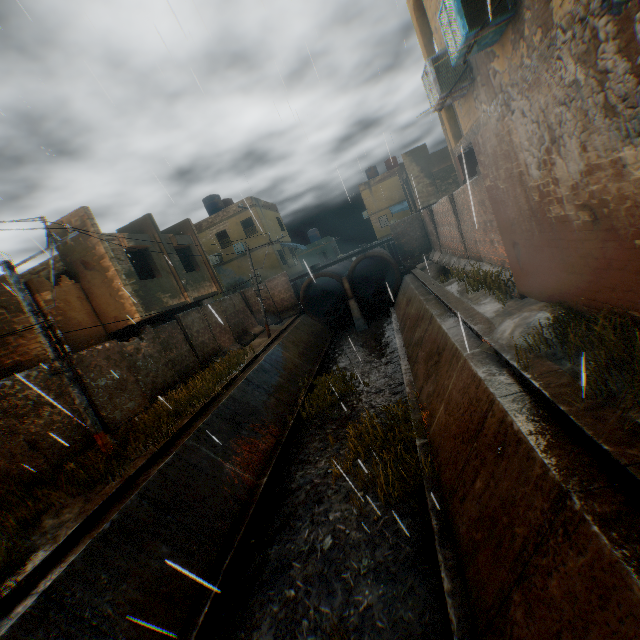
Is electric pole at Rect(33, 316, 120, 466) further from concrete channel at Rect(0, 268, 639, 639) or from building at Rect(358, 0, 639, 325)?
building at Rect(358, 0, 639, 325)

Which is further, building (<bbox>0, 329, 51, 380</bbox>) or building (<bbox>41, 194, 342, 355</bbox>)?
building (<bbox>41, 194, 342, 355</bbox>)

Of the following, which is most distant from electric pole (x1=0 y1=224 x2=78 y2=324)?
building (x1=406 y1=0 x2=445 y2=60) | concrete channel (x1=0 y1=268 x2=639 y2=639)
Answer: building (x1=406 y1=0 x2=445 y2=60)

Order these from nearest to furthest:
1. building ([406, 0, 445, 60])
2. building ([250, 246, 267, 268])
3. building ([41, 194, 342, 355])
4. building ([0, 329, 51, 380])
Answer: building ([406, 0, 445, 60]) → building ([0, 329, 51, 380]) → building ([41, 194, 342, 355]) → building ([250, 246, 267, 268])

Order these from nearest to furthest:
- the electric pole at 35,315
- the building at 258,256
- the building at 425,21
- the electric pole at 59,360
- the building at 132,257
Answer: the building at 425,21 → the electric pole at 35,315 → the electric pole at 59,360 → the building at 132,257 → the building at 258,256

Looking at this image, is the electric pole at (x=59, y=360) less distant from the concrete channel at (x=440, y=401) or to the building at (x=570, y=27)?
the concrete channel at (x=440, y=401)

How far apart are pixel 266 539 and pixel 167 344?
10.39m
